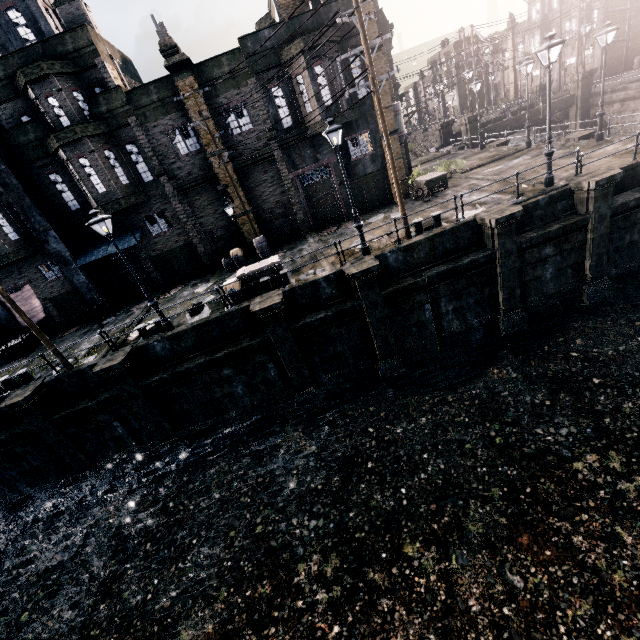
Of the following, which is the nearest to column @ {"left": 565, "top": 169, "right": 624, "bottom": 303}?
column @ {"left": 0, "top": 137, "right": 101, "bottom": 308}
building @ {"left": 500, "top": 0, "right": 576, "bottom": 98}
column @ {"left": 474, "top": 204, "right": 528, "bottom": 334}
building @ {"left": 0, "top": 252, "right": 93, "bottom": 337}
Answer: column @ {"left": 474, "top": 204, "right": 528, "bottom": 334}

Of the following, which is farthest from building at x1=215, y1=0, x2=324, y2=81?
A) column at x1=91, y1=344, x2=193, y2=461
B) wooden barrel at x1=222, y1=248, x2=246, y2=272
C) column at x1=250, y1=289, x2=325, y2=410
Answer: column at x1=91, y1=344, x2=193, y2=461

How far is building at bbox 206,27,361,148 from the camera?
18.8m

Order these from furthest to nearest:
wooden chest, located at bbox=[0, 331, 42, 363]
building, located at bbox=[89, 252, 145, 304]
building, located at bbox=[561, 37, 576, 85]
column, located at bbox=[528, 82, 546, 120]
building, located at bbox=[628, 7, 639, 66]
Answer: building, located at bbox=[561, 37, 576, 85] < building, located at bbox=[628, 7, 639, 66] < column, located at bbox=[528, 82, 546, 120] < building, located at bbox=[89, 252, 145, 304] < wooden chest, located at bbox=[0, 331, 42, 363]

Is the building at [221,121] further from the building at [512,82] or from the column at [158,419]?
the building at [512,82]

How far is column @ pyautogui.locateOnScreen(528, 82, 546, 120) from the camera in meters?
35.6 m

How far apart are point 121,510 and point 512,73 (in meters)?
80.20

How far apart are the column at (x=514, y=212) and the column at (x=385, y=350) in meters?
5.1
